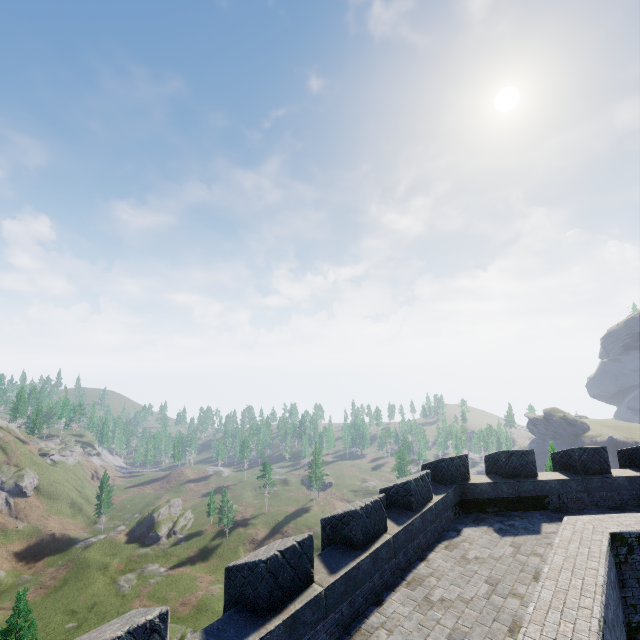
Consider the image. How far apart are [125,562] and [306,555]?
76.0 meters
